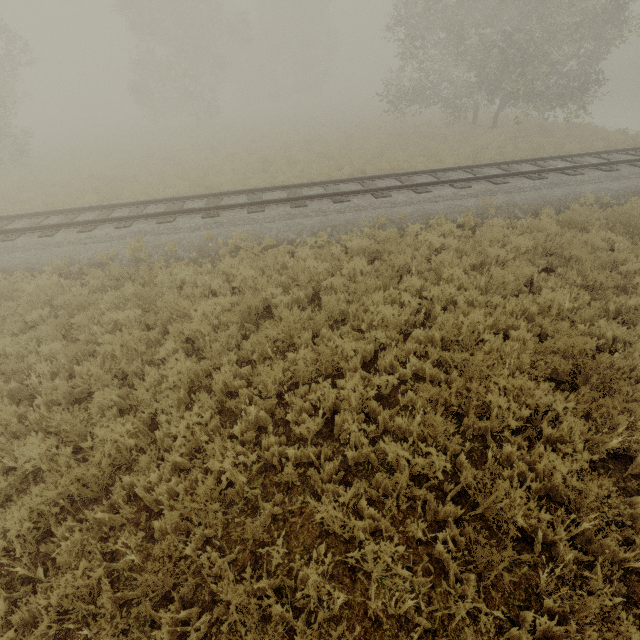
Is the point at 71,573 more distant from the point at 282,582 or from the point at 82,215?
the point at 82,215
